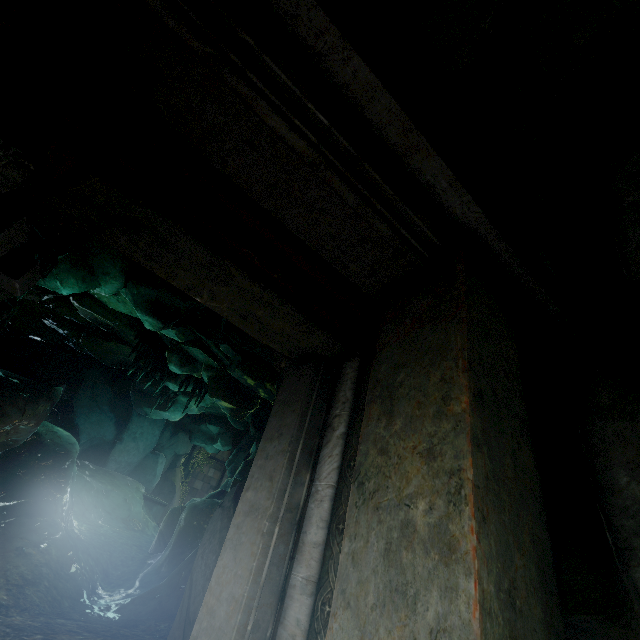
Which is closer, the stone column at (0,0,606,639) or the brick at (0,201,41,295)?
the stone column at (0,0,606,639)

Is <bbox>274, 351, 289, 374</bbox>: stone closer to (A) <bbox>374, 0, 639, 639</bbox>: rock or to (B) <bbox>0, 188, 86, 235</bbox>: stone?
(A) <bbox>374, 0, 639, 639</bbox>: rock

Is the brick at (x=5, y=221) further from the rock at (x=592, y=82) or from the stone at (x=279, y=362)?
the stone at (x=279, y=362)

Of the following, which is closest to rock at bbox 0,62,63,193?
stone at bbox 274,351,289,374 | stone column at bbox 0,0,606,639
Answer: stone column at bbox 0,0,606,639

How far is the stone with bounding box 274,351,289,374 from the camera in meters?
3.5

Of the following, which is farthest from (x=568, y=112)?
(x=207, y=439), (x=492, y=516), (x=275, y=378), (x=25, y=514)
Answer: (x=207, y=439)

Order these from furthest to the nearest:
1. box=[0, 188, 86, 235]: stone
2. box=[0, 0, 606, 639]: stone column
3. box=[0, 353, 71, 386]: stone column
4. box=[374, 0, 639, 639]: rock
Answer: box=[0, 353, 71, 386]: stone column < box=[0, 188, 86, 235]: stone < box=[374, 0, 639, 639]: rock < box=[0, 0, 606, 639]: stone column

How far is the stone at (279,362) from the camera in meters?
3.5 m
